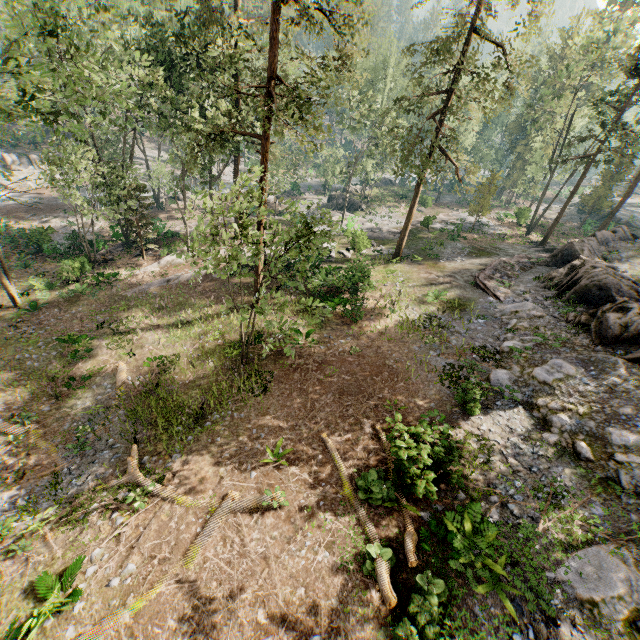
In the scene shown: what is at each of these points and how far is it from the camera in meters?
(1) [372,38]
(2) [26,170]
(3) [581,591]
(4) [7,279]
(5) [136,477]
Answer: (1) foliage, 39.0
(2) rock, 45.2
(3) rock, 8.3
(4) foliage, 20.6
(5) foliage, 11.7

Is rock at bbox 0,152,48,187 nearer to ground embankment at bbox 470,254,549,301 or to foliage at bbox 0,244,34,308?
foliage at bbox 0,244,34,308

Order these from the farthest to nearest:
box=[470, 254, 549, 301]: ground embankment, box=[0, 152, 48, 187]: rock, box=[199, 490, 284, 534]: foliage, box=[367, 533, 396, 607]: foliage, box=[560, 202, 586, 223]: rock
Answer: box=[560, 202, 586, 223]: rock, box=[0, 152, 48, 187]: rock, box=[470, 254, 549, 301]: ground embankment, box=[199, 490, 284, 534]: foliage, box=[367, 533, 396, 607]: foliage

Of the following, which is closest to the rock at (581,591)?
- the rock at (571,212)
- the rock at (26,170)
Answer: the rock at (571,212)

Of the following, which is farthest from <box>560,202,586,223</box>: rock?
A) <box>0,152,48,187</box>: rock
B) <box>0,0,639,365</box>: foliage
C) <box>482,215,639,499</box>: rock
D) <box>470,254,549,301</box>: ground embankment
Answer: <box>0,152,48,187</box>: rock

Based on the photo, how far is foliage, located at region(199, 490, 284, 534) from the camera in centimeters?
1030cm

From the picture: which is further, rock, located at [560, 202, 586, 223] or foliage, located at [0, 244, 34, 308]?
rock, located at [560, 202, 586, 223]

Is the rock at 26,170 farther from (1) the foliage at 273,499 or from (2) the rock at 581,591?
(2) the rock at 581,591
